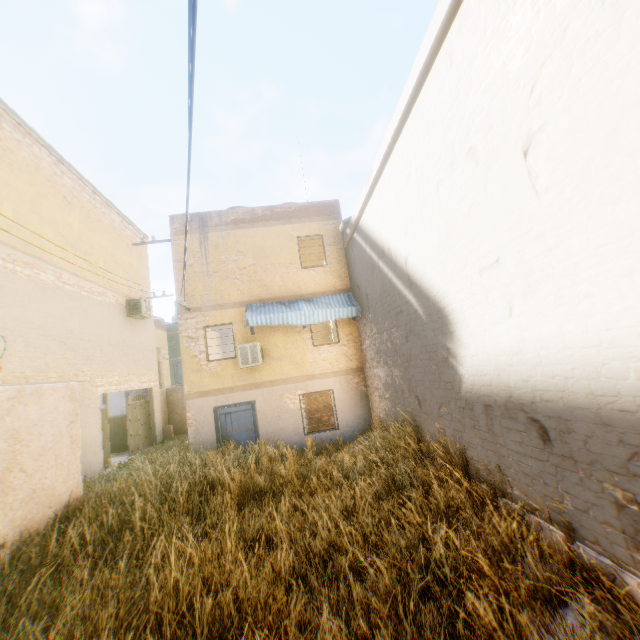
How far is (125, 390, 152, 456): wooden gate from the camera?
13.57m

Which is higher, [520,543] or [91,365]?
[91,365]

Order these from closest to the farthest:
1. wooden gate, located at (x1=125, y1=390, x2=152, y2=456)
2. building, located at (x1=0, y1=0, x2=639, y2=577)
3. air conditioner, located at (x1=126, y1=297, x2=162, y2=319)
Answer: building, located at (x1=0, y1=0, x2=639, y2=577) < wooden gate, located at (x1=125, y1=390, x2=152, y2=456) < air conditioner, located at (x1=126, y1=297, x2=162, y2=319)

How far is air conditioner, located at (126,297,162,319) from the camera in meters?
14.1 m

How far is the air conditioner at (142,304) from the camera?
14.1 meters

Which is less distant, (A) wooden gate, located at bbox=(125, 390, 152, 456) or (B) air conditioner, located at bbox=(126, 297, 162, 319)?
(A) wooden gate, located at bbox=(125, 390, 152, 456)

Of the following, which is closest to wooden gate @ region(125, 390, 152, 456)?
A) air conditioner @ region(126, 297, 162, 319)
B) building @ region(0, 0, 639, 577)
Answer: building @ region(0, 0, 639, 577)

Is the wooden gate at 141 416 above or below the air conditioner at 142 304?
below
